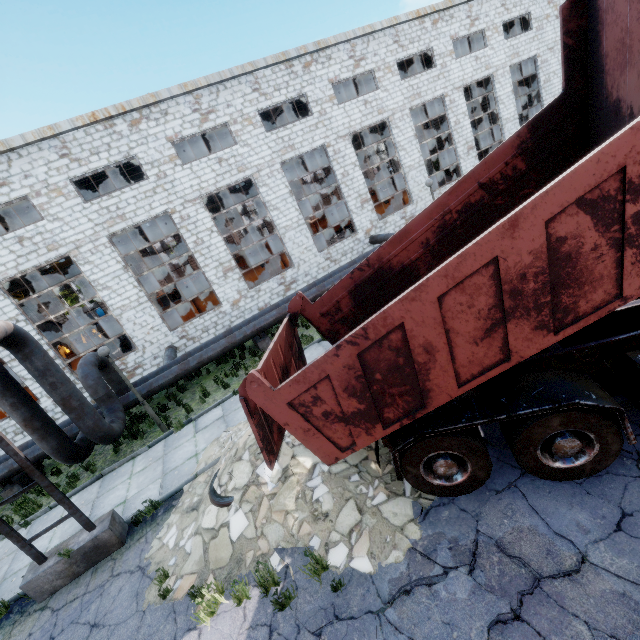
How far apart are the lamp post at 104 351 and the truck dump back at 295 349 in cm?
620

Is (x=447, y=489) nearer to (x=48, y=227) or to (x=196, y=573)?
(x=196, y=573)

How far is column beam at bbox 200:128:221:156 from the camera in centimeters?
2033cm

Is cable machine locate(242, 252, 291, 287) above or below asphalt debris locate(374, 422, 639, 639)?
above

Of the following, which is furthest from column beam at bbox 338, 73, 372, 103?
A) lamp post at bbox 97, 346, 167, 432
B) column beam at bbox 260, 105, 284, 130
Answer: lamp post at bbox 97, 346, 167, 432

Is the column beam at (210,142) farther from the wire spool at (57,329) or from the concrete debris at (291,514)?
the wire spool at (57,329)

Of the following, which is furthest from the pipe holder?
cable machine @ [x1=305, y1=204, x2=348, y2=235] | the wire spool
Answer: cable machine @ [x1=305, y1=204, x2=348, y2=235]

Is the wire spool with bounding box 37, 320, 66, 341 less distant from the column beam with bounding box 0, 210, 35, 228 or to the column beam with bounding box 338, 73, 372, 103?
the column beam with bounding box 0, 210, 35, 228
